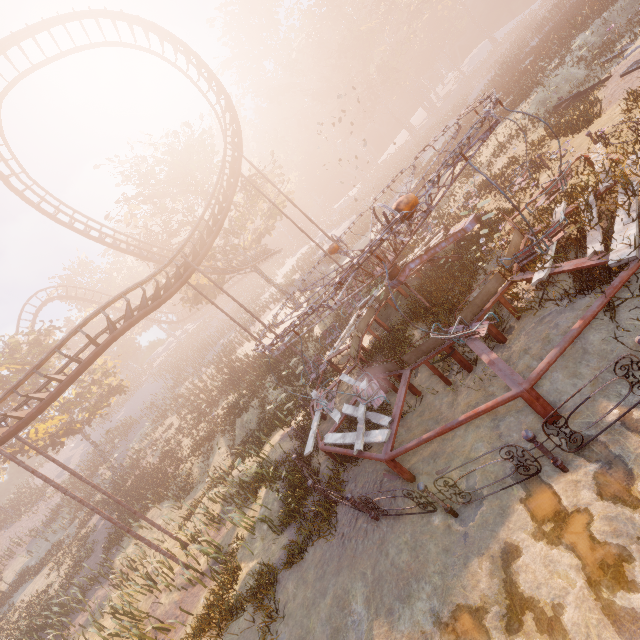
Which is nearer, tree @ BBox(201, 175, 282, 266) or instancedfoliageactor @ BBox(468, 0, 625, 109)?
instancedfoliageactor @ BBox(468, 0, 625, 109)

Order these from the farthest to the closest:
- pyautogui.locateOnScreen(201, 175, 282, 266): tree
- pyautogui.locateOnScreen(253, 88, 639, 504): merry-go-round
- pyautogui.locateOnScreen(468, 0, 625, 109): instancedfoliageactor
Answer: pyautogui.locateOnScreen(201, 175, 282, 266): tree < pyautogui.locateOnScreen(468, 0, 625, 109): instancedfoliageactor < pyautogui.locateOnScreen(253, 88, 639, 504): merry-go-round

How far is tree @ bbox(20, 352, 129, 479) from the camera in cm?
2578

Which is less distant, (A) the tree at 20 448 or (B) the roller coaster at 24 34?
(B) the roller coaster at 24 34

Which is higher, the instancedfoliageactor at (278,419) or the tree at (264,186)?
the tree at (264,186)

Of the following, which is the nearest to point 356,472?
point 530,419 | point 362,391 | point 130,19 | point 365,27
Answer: point 362,391

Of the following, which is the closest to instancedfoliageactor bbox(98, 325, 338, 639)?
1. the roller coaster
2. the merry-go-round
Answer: the roller coaster

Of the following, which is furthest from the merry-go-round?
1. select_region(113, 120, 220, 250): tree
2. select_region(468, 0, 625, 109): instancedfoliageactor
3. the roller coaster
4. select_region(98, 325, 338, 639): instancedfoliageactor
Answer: select_region(113, 120, 220, 250): tree
